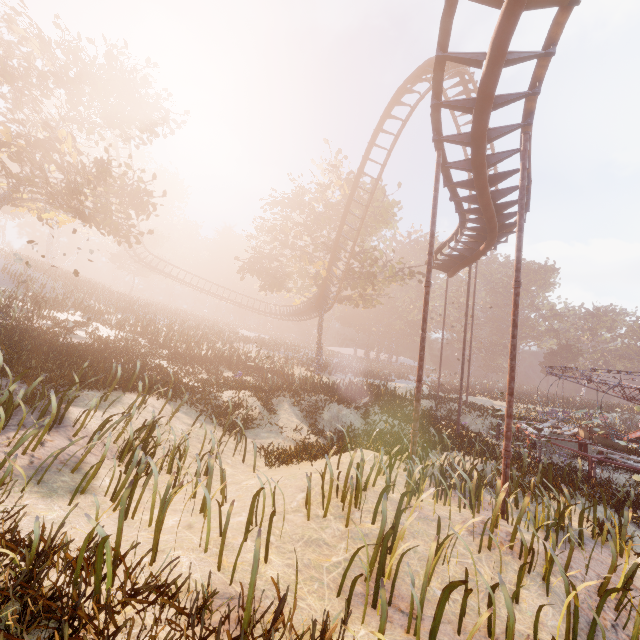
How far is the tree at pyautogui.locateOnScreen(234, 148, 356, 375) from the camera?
26.2 meters

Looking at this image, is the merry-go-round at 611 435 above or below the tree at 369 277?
below

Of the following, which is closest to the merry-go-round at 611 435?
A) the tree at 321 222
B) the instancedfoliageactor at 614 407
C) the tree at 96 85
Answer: the tree at 321 222

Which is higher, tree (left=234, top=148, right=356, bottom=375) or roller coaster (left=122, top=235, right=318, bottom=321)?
tree (left=234, top=148, right=356, bottom=375)

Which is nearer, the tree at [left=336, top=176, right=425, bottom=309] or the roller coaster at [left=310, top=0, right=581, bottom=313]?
the roller coaster at [left=310, top=0, right=581, bottom=313]

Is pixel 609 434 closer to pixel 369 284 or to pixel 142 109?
pixel 369 284

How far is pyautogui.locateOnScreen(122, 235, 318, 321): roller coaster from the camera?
37.6m

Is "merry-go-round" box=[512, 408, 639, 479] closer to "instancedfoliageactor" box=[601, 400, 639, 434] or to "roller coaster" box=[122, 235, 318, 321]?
"roller coaster" box=[122, 235, 318, 321]
